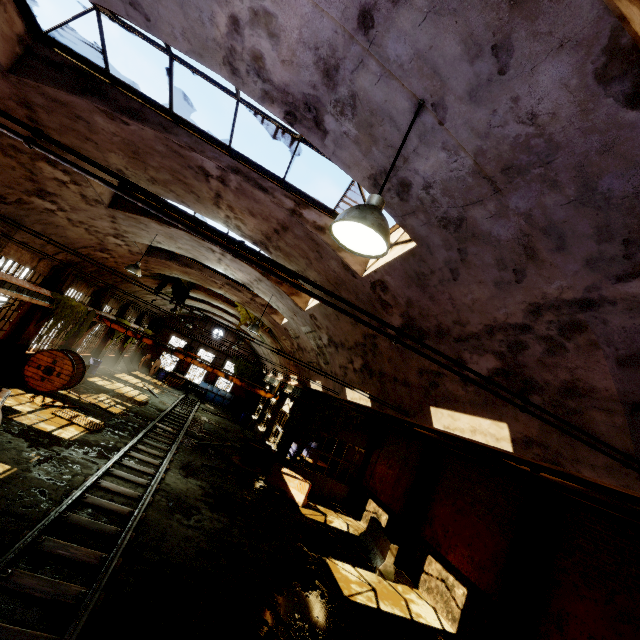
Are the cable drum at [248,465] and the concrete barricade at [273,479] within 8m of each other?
yes

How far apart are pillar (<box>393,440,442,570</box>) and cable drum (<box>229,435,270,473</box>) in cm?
700

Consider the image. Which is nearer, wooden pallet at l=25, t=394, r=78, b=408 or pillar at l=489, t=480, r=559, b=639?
pillar at l=489, t=480, r=559, b=639

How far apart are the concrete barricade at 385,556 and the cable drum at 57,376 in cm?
1413

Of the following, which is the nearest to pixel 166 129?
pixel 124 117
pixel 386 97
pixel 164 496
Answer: pixel 124 117

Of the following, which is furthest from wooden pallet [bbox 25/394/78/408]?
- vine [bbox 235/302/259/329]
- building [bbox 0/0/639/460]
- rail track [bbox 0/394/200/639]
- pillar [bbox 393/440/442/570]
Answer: pillar [bbox 393/440/442/570]

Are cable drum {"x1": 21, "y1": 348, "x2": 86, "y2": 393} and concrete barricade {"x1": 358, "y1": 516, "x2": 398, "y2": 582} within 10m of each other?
no

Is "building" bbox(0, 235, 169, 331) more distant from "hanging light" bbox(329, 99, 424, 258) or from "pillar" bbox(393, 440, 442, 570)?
"pillar" bbox(393, 440, 442, 570)
